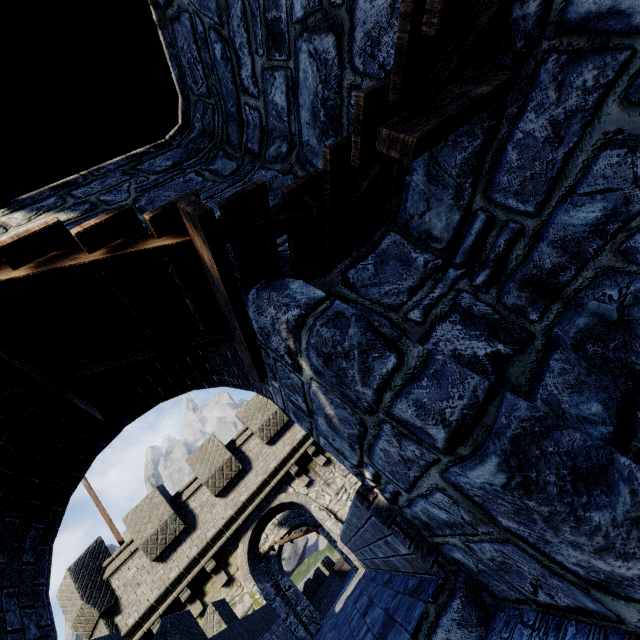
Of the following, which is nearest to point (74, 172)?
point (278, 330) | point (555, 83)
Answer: point (278, 330)
